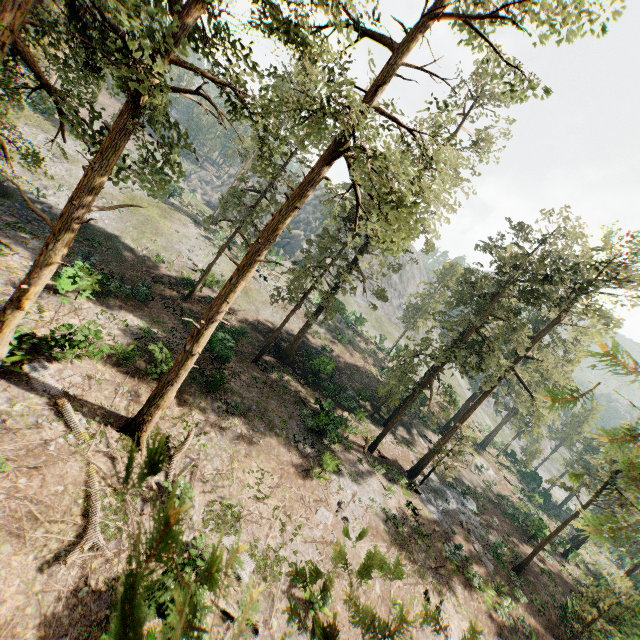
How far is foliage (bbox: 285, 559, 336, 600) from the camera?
1.0m

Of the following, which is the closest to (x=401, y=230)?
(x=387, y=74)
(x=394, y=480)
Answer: (x=387, y=74)

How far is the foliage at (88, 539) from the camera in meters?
10.1

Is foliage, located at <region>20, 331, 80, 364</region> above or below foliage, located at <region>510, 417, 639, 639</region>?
below

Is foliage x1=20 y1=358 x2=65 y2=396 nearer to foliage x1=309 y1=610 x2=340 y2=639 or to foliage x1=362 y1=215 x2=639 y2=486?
foliage x1=309 y1=610 x2=340 y2=639
